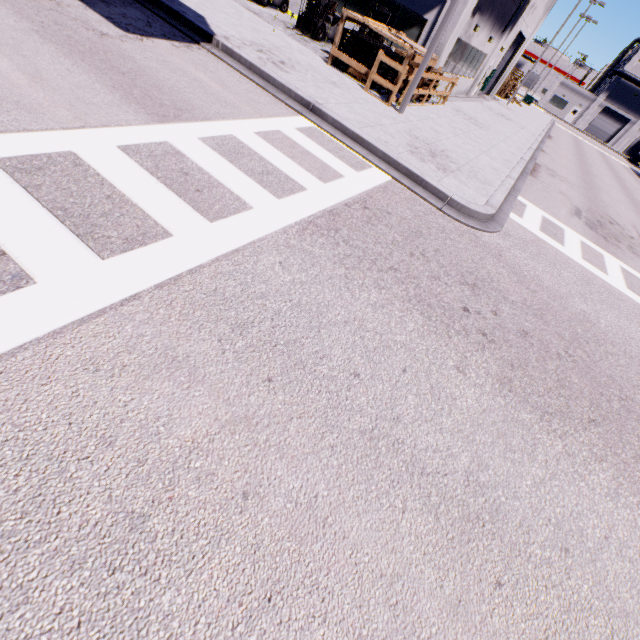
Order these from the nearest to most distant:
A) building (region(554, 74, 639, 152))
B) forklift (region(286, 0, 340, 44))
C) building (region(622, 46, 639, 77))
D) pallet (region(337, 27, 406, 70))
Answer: pallet (region(337, 27, 406, 70))
forklift (region(286, 0, 340, 44))
building (region(622, 46, 639, 77))
building (region(554, 74, 639, 152))

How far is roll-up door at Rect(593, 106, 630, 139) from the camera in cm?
5803

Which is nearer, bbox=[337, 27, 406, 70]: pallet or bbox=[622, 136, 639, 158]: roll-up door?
bbox=[337, 27, 406, 70]: pallet

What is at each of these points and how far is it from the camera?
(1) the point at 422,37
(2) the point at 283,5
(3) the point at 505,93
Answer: (1) building, 15.4m
(2) forklift, 16.9m
(3) pallet, 34.5m

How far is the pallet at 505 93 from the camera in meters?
34.2

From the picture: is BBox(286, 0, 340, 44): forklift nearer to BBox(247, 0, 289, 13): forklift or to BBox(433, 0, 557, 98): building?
BBox(433, 0, 557, 98): building

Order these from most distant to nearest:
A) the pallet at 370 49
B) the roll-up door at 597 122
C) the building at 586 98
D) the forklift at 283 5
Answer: the roll-up door at 597 122 < the building at 586 98 < the forklift at 283 5 < the pallet at 370 49
